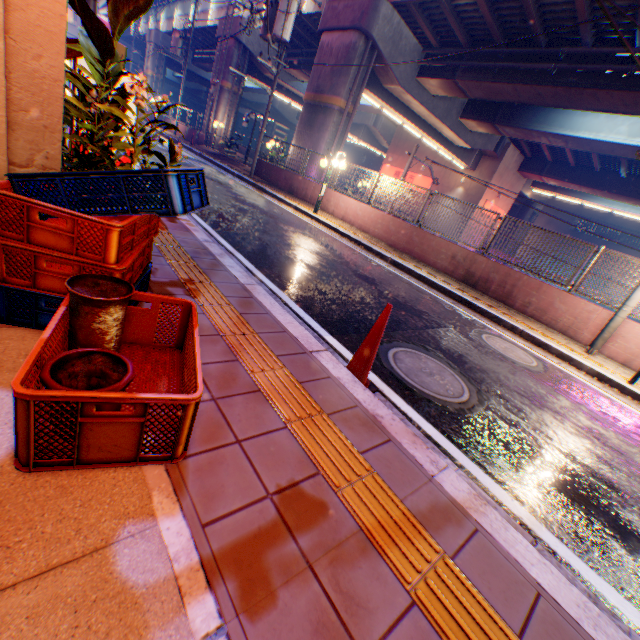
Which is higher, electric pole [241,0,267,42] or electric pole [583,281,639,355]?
electric pole [241,0,267,42]

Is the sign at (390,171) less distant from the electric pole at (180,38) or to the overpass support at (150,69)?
the overpass support at (150,69)

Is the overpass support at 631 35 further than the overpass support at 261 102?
No

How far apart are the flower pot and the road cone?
1.8 meters

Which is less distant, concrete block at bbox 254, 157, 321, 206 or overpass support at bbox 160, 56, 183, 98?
concrete block at bbox 254, 157, 321, 206

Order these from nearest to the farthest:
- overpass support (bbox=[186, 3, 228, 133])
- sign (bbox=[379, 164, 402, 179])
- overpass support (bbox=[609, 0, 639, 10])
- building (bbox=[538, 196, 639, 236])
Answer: overpass support (bbox=[609, 0, 639, 10]) < overpass support (bbox=[186, 3, 228, 133]) < sign (bbox=[379, 164, 402, 179]) < building (bbox=[538, 196, 639, 236])

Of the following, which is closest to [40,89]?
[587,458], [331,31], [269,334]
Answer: [269,334]

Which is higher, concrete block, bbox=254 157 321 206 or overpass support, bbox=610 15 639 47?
overpass support, bbox=610 15 639 47
